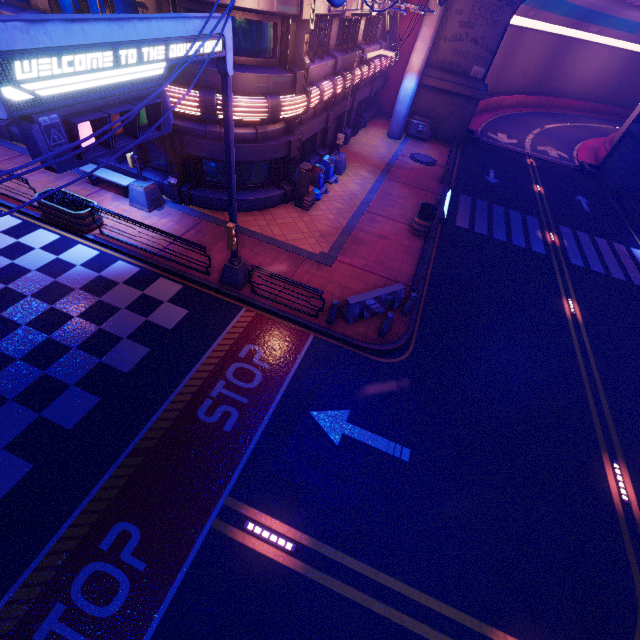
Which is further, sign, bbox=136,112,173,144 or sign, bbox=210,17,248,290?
sign, bbox=210,17,248,290

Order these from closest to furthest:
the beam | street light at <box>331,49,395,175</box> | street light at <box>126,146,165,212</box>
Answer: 1. street light at <box>126,146,165,212</box>
2. the beam
3. street light at <box>331,49,395,175</box>

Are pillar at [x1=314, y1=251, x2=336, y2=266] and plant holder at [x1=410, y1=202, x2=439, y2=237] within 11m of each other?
yes

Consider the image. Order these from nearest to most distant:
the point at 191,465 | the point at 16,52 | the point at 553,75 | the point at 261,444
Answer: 1. the point at 16,52
2. the point at 191,465
3. the point at 261,444
4. the point at 553,75

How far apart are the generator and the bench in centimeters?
2193cm

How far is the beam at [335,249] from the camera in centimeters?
1445cm

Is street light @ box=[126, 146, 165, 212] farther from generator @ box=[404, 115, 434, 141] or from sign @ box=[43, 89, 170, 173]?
generator @ box=[404, 115, 434, 141]

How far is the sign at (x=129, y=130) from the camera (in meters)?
4.75
